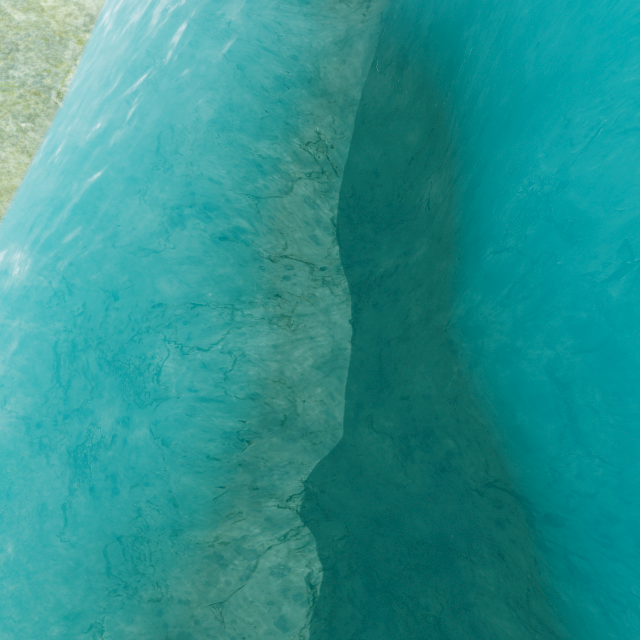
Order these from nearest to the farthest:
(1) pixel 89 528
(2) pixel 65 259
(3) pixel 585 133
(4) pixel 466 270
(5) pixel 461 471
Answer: (3) pixel 585 133
(4) pixel 466 270
(5) pixel 461 471
(1) pixel 89 528
(2) pixel 65 259
